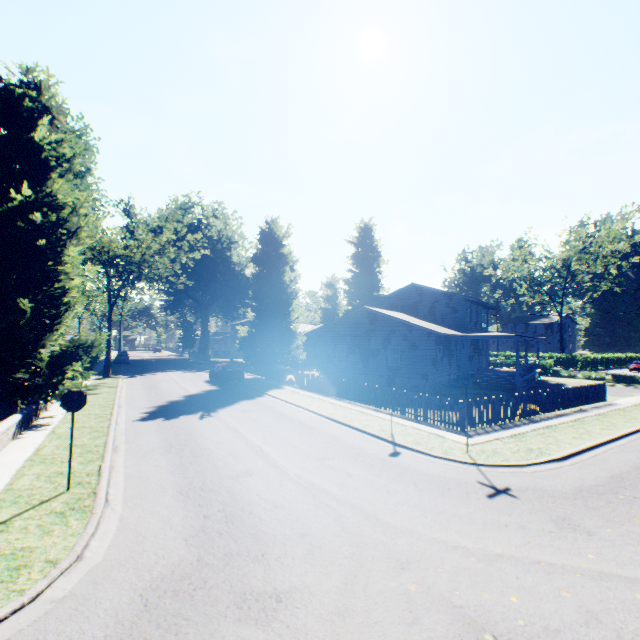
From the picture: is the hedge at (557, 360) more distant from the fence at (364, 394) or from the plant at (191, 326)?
the plant at (191, 326)

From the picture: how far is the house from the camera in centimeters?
2398cm

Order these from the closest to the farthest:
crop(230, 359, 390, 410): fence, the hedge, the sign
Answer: the sign
crop(230, 359, 390, 410): fence
the hedge

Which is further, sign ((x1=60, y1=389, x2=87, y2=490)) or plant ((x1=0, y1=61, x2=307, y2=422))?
plant ((x1=0, y1=61, x2=307, y2=422))

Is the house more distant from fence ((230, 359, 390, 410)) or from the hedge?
the hedge

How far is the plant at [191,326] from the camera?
55.2 meters

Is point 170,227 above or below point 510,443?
above

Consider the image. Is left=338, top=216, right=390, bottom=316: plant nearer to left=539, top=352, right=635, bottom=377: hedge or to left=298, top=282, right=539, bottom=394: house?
left=298, top=282, right=539, bottom=394: house
